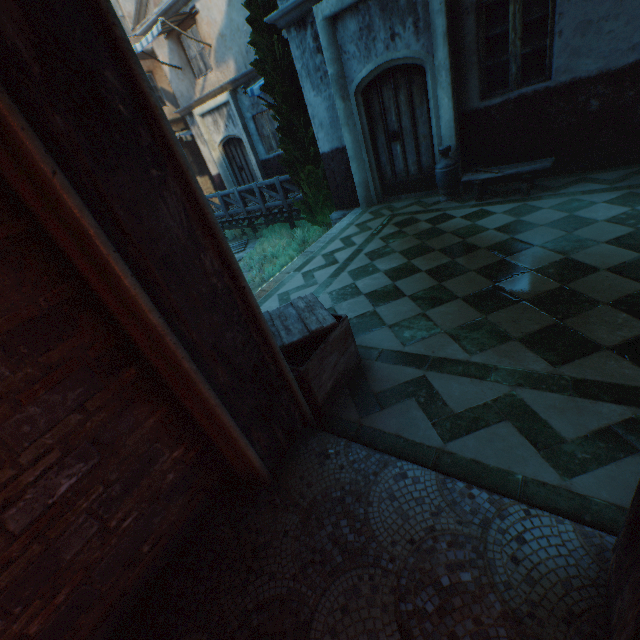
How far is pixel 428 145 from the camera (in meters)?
6.43

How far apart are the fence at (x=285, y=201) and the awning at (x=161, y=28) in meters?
4.4

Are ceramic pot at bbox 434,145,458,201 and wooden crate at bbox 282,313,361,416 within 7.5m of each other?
yes

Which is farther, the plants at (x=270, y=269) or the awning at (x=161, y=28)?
the awning at (x=161, y=28)

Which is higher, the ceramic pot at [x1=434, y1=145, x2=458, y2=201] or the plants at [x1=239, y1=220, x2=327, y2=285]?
the ceramic pot at [x1=434, y1=145, x2=458, y2=201]

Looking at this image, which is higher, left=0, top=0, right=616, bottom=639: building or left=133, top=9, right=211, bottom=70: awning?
left=133, top=9, right=211, bottom=70: awning

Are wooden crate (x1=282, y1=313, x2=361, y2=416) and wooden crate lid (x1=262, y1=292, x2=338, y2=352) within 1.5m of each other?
yes

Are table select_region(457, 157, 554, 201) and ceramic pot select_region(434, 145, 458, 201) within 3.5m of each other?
yes
